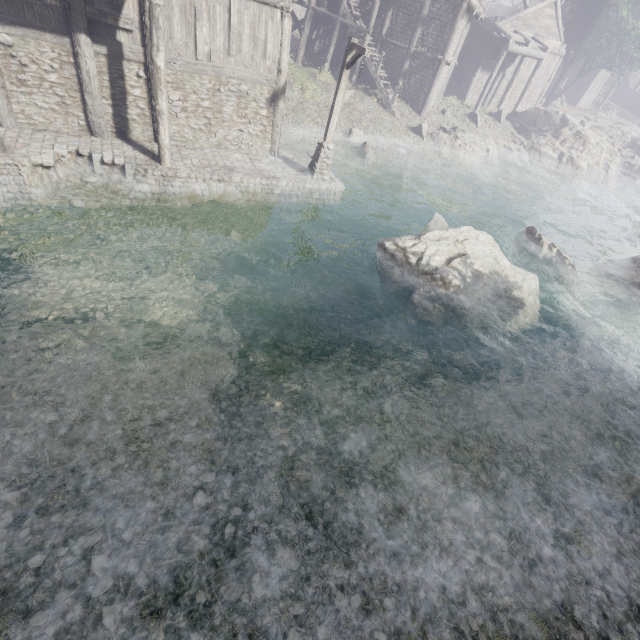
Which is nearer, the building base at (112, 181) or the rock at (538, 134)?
the building base at (112, 181)

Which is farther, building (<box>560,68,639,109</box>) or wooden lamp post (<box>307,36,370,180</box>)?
building (<box>560,68,639,109</box>)

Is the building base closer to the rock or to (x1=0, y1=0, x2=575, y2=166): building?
(x1=0, y1=0, x2=575, y2=166): building

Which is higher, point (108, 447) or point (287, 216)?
point (287, 216)

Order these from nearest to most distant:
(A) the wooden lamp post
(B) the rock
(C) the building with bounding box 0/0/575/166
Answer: (C) the building with bounding box 0/0/575/166 < (A) the wooden lamp post < (B) the rock

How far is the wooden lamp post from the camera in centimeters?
1166cm

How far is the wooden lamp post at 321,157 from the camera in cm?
1166

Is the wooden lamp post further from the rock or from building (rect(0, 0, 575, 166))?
the rock
